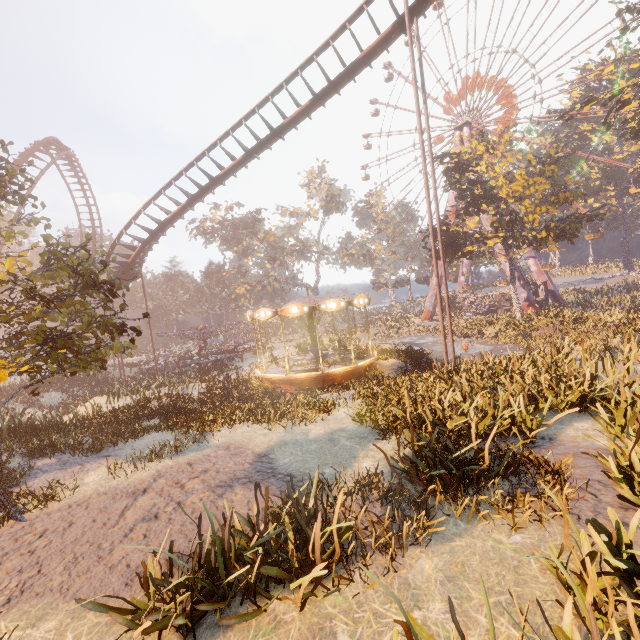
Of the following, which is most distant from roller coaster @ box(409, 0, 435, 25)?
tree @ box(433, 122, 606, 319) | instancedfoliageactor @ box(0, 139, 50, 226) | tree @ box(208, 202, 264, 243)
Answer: tree @ box(208, 202, 264, 243)

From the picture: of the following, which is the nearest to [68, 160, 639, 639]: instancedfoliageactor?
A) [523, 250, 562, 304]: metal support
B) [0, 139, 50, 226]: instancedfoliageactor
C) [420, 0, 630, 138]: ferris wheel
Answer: [0, 139, 50, 226]: instancedfoliageactor

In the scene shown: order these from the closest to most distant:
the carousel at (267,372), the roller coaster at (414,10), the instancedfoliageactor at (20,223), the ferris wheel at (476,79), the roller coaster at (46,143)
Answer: the instancedfoliageactor at (20,223) → the roller coaster at (414,10) → the carousel at (267,372) → the roller coaster at (46,143) → the ferris wheel at (476,79)

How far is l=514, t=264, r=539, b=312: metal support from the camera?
38.5m

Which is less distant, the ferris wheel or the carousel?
the carousel

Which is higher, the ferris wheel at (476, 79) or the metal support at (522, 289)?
the ferris wheel at (476, 79)

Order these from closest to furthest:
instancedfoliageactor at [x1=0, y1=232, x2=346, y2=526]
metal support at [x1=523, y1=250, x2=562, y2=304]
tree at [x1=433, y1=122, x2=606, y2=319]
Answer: instancedfoliageactor at [x1=0, y1=232, x2=346, y2=526] < tree at [x1=433, y1=122, x2=606, y2=319] < metal support at [x1=523, y1=250, x2=562, y2=304]

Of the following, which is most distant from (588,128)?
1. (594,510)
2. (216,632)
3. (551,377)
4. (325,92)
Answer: (216,632)
